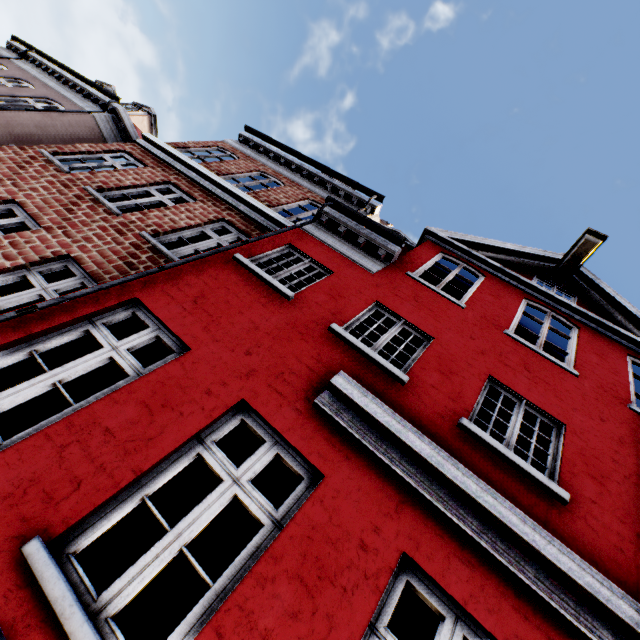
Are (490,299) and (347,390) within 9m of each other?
yes
